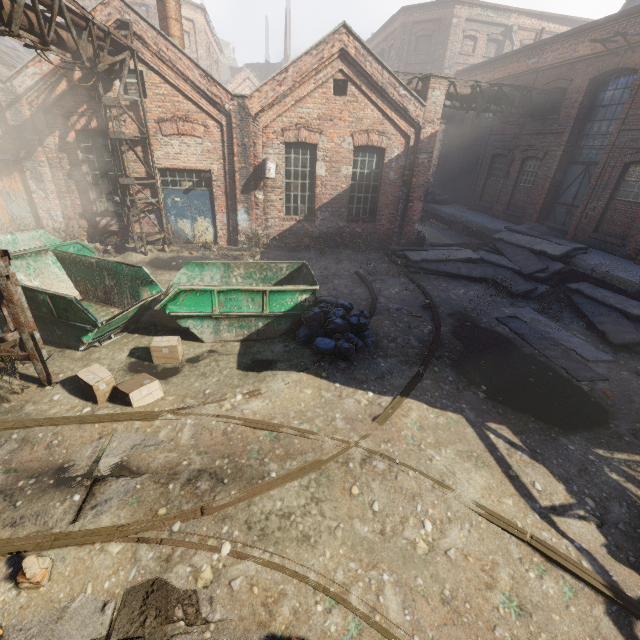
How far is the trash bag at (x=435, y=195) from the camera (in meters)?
21.30

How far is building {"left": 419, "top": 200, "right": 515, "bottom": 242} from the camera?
16.4 meters

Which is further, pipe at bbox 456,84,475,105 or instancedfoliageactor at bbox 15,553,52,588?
pipe at bbox 456,84,475,105

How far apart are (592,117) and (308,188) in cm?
1174

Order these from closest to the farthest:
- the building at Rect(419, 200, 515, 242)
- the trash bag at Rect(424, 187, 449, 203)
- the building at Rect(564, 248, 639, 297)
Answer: the building at Rect(564, 248, 639, 297) → the building at Rect(419, 200, 515, 242) → the trash bag at Rect(424, 187, 449, 203)

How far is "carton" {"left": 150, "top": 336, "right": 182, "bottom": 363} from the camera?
6.4 meters

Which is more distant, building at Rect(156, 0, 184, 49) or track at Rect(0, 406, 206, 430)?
building at Rect(156, 0, 184, 49)

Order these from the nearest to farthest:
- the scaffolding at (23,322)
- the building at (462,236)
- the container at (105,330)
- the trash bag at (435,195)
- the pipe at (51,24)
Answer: the scaffolding at (23,322) < the pipe at (51,24) < the container at (105,330) < the building at (462,236) < the trash bag at (435,195)
